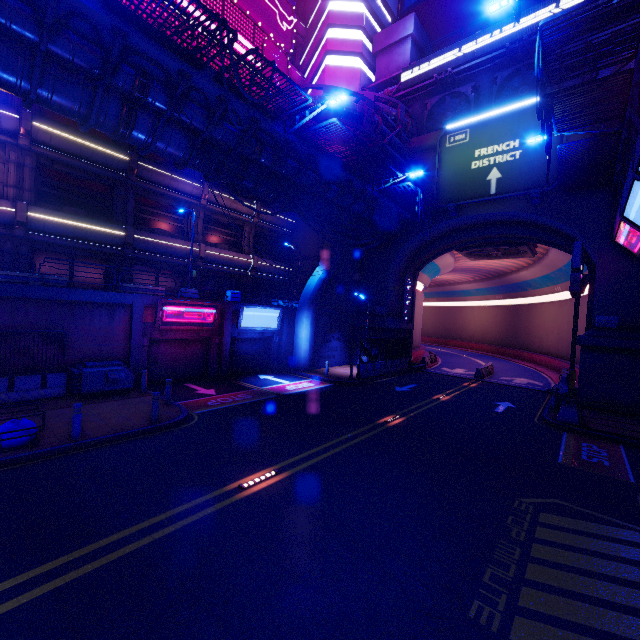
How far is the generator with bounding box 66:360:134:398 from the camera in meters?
13.5 m

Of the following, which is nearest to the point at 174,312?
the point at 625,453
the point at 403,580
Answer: the point at 403,580

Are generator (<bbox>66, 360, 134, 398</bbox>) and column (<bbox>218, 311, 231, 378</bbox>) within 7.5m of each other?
yes

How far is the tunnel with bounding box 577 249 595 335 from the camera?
20.4 meters

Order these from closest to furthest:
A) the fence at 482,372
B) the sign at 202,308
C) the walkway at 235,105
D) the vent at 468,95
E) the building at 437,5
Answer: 1. the walkway at 235,105
2. the sign at 202,308
3. the vent at 468,95
4. the fence at 482,372
5. the building at 437,5

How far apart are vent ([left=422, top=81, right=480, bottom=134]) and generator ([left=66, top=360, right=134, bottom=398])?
27.6m

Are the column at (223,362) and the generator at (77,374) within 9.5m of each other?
yes

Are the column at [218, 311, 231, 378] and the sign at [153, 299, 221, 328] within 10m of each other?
yes
